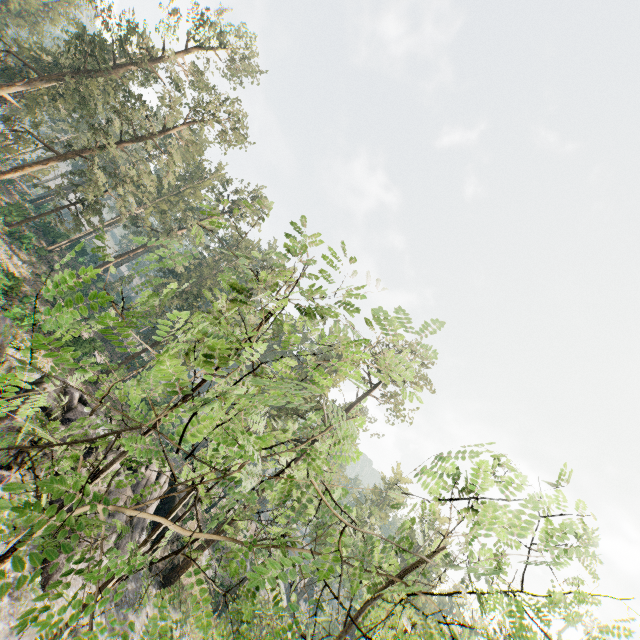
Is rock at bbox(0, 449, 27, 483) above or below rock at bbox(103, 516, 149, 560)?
below

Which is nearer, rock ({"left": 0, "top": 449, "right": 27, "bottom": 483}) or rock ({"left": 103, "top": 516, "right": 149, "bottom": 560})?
rock ({"left": 0, "top": 449, "right": 27, "bottom": 483})

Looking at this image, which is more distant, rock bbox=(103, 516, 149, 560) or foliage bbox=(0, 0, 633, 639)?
rock bbox=(103, 516, 149, 560)

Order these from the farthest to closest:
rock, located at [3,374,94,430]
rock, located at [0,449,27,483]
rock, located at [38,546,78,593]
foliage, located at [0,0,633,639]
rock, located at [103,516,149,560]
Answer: rock, located at [103,516,149,560]
rock, located at [3,374,94,430]
rock, located at [38,546,78,593]
rock, located at [0,449,27,483]
foliage, located at [0,0,633,639]

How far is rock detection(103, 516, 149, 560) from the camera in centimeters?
2194cm

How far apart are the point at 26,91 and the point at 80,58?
7.9m

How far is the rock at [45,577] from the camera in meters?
17.6 m
